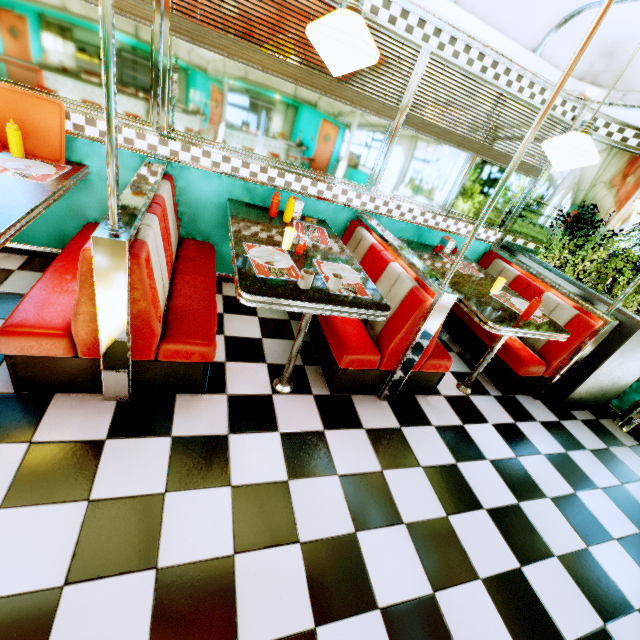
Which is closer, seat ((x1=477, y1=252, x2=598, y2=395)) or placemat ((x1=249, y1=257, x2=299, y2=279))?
placemat ((x1=249, y1=257, x2=299, y2=279))

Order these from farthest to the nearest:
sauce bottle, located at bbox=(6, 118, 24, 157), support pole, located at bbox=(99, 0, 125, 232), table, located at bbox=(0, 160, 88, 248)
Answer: sauce bottle, located at bbox=(6, 118, 24, 157), table, located at bbox=(0, 160, 88, 248), support pole, located at bbox=(99, 0, 125, 232)

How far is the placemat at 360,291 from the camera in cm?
212

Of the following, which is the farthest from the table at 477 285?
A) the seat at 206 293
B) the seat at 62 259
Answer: the seat at 62 259

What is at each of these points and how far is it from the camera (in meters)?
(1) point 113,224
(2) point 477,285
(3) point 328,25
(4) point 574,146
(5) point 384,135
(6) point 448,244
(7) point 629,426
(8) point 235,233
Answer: (1) support pole, 1.48
(2) table, 3.16
(3) hanging light, 1.58
(4) hanging light, 2.35
(5) window, 3.07
(6) napkin holder, 3.71
(7) door, 3.47
(8) table, 2.37

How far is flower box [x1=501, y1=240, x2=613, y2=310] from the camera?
3.15m

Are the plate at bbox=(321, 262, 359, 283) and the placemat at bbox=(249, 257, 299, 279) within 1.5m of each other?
yes

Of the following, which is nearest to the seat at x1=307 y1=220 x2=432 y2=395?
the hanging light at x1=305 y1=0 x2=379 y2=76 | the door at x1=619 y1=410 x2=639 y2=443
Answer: the hanging light at x1=305 y1=0 x2=379 y2=76
